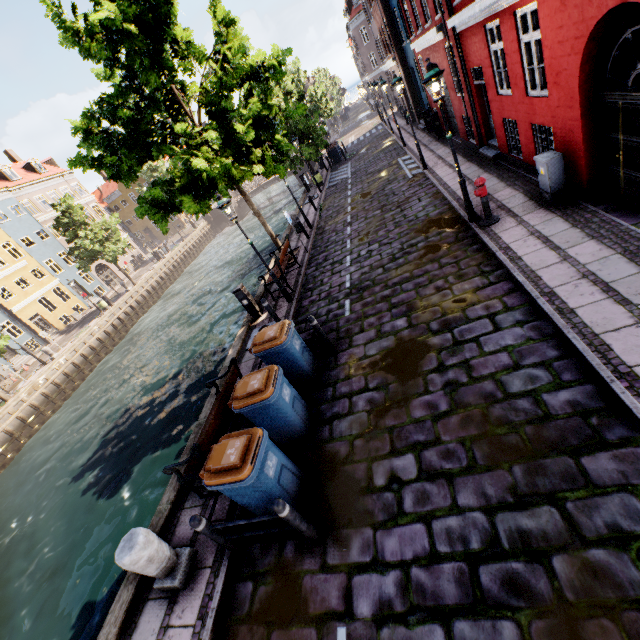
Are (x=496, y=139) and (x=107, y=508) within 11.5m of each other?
no

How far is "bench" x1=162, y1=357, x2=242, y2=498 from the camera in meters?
5.3 m

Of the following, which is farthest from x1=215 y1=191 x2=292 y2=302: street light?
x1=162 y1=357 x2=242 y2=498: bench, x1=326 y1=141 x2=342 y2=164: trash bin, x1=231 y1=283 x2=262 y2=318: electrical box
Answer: x1=326 y1=141 x2=342 y2=164: trash bin

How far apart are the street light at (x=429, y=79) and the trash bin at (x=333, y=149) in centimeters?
2245cm

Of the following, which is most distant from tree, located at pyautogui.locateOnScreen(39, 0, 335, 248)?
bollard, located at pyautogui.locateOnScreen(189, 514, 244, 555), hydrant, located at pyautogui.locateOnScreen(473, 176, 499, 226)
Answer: hydrant, located at pyautogui.locateOnScreen(473, 176, 499, 226)

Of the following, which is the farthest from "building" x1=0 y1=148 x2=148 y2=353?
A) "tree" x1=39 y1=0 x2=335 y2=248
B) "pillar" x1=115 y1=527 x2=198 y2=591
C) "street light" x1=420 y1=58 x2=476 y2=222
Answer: "street light" x1=420 y1=58 x2=476 y2=222

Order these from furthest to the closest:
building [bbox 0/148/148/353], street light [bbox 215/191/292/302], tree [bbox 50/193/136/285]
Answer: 1. building [bbox 0/148/148/353]
2. tree [bbox 50/193/136/285]
3. street light [bbox 215/191/292/302]

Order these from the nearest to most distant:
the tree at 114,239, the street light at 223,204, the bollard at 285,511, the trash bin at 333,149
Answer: the bollard at 285,511, the street light at 223,204, the trash bin at 333,149, the tree at 114,239
